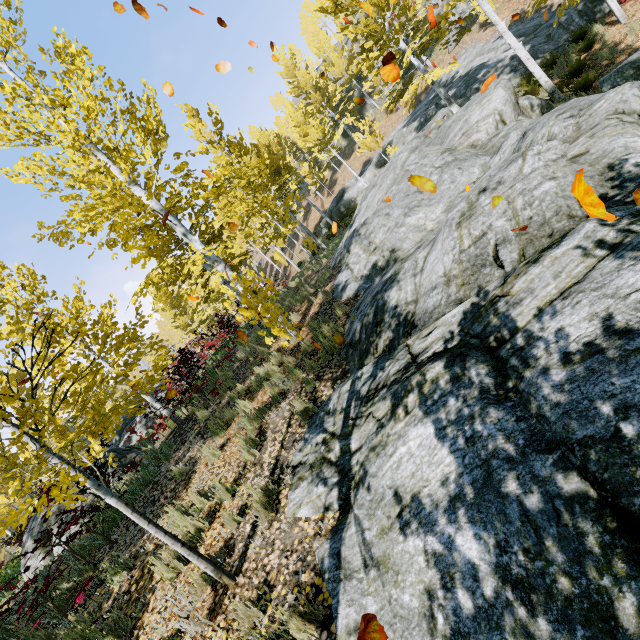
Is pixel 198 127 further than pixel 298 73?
No

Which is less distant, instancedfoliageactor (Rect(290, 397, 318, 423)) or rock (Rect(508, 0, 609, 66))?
instancedfoliageactor (Rect(290, 397, 318, 423))

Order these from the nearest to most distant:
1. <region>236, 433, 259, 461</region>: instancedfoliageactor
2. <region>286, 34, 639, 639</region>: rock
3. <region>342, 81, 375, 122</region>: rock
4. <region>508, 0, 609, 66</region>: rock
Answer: <region>286, 34, 639, 639</region>: rock < <region>236, 433, 259, 461</region>: instancedfoliageactor < <region>508, 0, 609, 66</region>: rock < <region>342, 81, 375, 122</region>: rock

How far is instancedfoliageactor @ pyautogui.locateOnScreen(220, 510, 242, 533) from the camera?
4.15m

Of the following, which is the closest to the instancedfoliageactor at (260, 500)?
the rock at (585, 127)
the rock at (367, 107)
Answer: the rock at (585, 127)

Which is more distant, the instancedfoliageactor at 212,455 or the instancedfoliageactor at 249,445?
the instancedfoliageactor at 212,455

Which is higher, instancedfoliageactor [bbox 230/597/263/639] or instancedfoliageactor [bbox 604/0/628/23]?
instancedfoliageactor [bbox 230/597/263/639]
